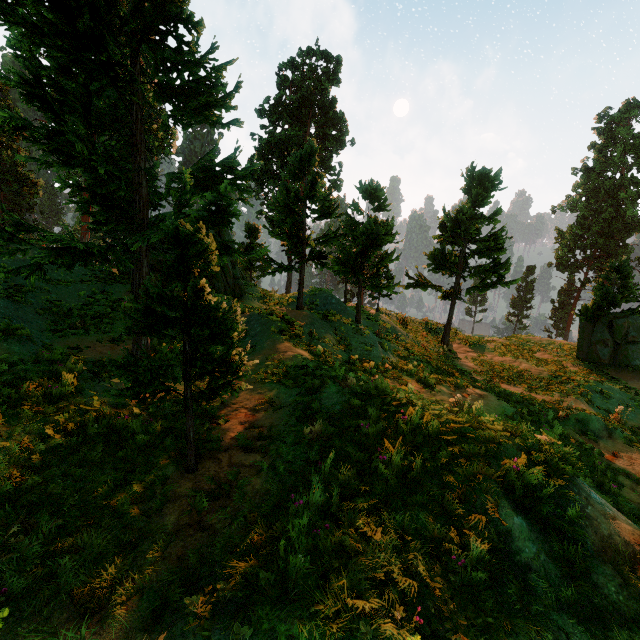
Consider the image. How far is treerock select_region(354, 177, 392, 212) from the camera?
13.3m

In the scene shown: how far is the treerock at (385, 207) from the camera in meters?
13.3

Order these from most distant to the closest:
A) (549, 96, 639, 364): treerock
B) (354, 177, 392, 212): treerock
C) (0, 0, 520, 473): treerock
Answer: (549, 96, 639, 364): treerock, (354, 177, 392, 212): treerock, (0, 0, 520, 473): treerock

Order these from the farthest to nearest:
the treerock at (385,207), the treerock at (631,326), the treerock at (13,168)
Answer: the treerock at (631,326), the treerock at (385,207), the treerock at (13,168)

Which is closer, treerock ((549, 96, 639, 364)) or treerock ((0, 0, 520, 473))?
treerock ((0, 0, 520, 473))

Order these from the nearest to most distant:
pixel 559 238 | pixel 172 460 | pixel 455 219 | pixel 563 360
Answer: pixel 172 460 < pixel 455 219 < pixel 563 360 < pixel 559 238
